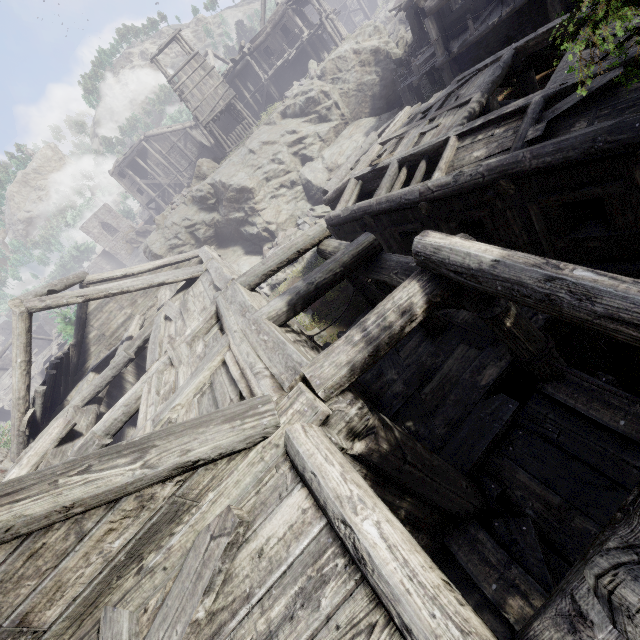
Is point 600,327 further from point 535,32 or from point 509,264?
point 535,32

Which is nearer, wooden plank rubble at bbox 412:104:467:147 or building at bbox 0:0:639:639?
building at bbox 0:0:639:639

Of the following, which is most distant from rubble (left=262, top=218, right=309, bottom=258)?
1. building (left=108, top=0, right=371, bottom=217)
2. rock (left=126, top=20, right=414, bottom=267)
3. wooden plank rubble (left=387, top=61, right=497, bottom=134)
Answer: wooden plank rubble (left=387, top=61, right=497, bottom=134)

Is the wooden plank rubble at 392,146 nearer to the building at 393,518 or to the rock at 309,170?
the building at 393,518

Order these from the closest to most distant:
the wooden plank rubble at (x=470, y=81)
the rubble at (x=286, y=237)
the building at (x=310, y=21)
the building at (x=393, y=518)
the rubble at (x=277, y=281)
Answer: the building at (x=393, y=518) < the wooden plank rubble at (x=470, y=81) < the rubble at (x=277, y=281) < the rubble at (x=286, y=237) < the building at (x=310, y=21)

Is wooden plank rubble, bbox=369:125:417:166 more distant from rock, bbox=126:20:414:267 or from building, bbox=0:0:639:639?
rock, bbox=126:20:414:267

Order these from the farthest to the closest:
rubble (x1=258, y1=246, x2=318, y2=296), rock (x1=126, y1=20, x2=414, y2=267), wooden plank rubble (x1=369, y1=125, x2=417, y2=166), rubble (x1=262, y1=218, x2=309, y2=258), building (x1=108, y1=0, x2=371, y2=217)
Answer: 1. building (x1=108, y1=0, x2=371, y2=217)
2. rock (x1=126, y1=20, x2=414, y2=267)
3. rubble (x1=262, y1=218, x2=309, y2=258)
4. rubble (x1=258, y1=246, x2=318, y2=296)
5. wooden plank rubble (x1=369, y1=125, x2=417, y2=166)

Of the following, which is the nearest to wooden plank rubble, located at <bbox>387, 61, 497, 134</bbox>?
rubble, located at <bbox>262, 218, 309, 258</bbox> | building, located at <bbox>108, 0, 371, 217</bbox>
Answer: building, located at <bbox>108, 0, 371, 217</bbox>
